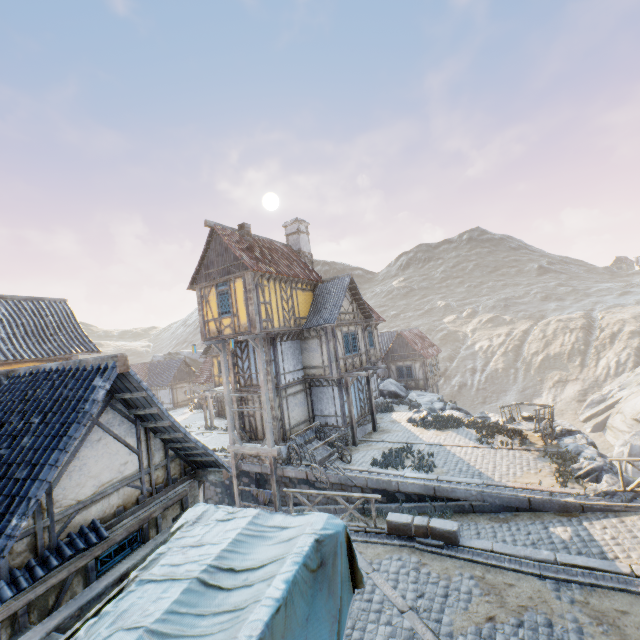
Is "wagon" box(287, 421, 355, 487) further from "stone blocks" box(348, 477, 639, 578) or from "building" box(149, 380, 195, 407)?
"building" box(149, 380, 195, 407)

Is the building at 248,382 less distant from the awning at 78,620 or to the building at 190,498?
the building at 190,498

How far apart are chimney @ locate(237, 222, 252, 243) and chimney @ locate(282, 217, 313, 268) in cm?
459

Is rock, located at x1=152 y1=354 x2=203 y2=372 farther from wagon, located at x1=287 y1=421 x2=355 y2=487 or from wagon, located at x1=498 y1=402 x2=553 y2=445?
wagon, located at x1=498 y1=402 x2=553 y2=445

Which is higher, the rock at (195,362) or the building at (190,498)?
the rock at (195,362)

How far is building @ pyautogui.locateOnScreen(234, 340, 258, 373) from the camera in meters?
18.0 m

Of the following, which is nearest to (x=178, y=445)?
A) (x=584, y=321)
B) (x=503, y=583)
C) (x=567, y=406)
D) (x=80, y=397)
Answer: (x=80, y=397)

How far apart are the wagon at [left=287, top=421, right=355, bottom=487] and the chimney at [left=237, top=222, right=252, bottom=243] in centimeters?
1046cm
